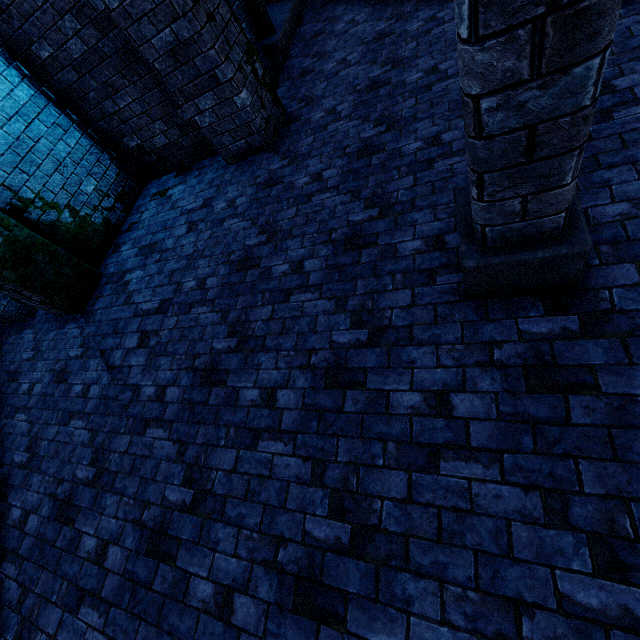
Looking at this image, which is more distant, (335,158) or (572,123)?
(335,158)

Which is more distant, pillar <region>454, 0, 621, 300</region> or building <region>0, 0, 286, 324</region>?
building <region>0, 0, 286, 324</region>

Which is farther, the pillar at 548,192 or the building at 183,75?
the building at 183,75
